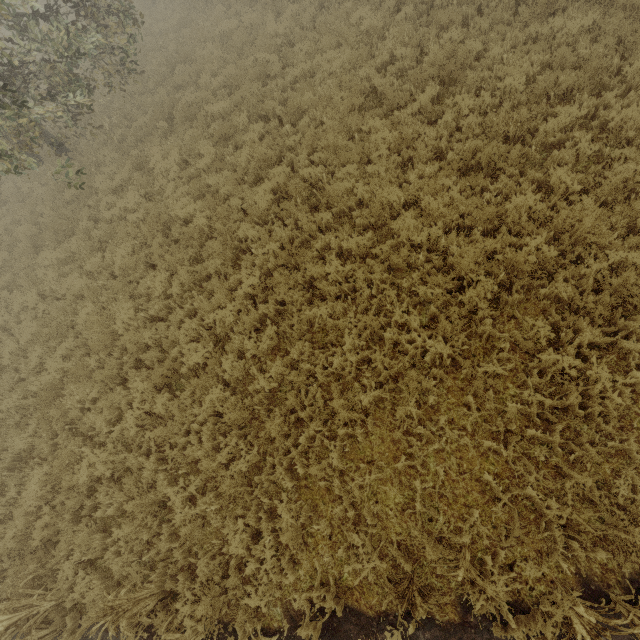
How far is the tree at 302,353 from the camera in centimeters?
614cm

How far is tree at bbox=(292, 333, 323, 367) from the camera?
6.14m

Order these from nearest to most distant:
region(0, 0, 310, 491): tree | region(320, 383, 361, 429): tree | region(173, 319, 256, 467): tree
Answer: region(320, 383, 361, 429): tree, region(173, 319, 256, 467): tree, region(0, 0, 310, 491): tree

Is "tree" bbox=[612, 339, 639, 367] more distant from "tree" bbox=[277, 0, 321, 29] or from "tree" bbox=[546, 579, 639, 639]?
"tree" bbox=[277, 0, 321, 29]

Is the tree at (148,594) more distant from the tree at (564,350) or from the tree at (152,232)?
the tree at (152,232)

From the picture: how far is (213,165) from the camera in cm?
971

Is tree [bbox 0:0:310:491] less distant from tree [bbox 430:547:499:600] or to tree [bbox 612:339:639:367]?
tree [bbox 612:339:639:367]

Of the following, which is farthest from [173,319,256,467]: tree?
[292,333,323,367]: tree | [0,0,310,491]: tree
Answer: [0,0,310,491]: tree
